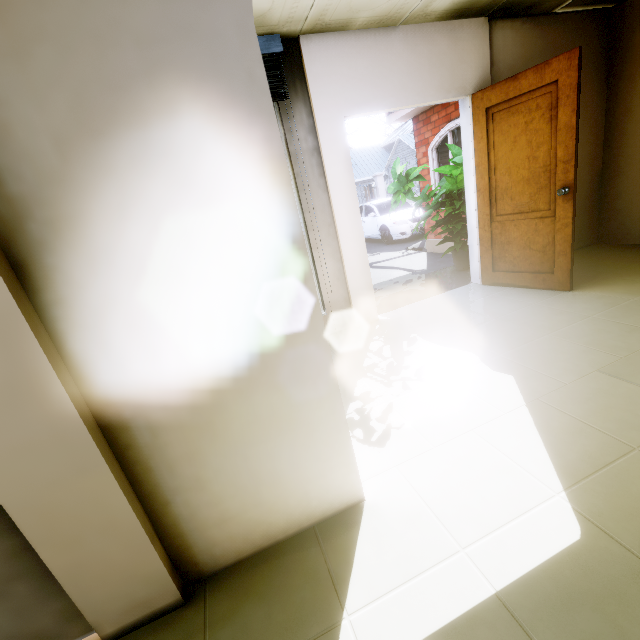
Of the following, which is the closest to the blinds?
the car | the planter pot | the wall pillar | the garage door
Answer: the wall pillar

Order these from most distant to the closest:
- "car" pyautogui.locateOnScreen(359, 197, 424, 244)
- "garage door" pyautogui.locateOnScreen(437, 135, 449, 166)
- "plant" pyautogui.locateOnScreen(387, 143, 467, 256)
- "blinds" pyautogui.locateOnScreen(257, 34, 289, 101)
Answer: "car" pyautogui.locateOnScreen(359, 197, 424, 244) → "garage door" pyautogui.locateOnScreen(437, 135, 449, 166) → "plant" pyautogui.locateOnScreen(387, 143, 467, 256) → "blinds" pyautogui.locateOnScreen(257, 34, 289, 101)

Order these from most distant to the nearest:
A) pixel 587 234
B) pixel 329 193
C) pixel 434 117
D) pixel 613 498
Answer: pixel 434 117
pixel 587 234
pixel 329 193
pixel 613 498

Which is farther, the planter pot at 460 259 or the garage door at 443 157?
the garage door at 443 157

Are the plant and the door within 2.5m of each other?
yes

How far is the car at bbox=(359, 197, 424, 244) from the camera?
10.2m

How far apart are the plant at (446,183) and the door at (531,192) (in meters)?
0.46

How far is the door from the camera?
2.8 meters
